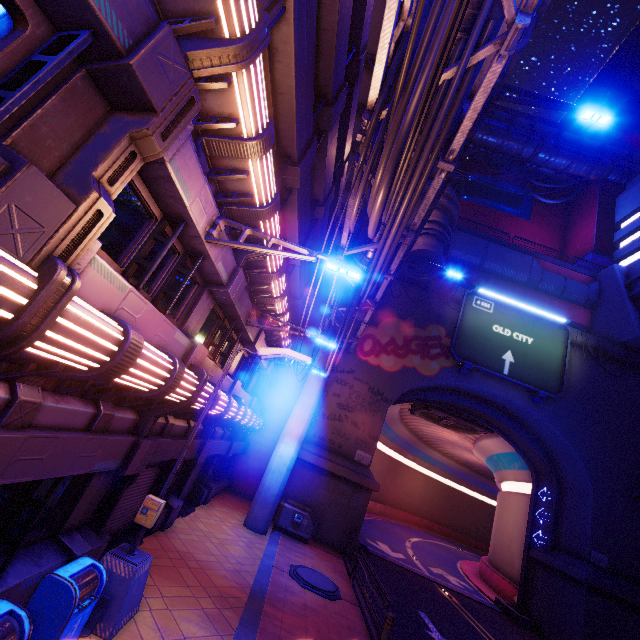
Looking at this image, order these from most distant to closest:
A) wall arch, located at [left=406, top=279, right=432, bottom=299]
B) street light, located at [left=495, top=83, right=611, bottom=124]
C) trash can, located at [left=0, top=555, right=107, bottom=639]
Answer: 1. wall arch, located at [left=406, top=279, right=432, bottom=299]
2. street light, located at [left=495, top=83, right=611, bottom=124]
3. trash can, located at [left=0, top=555, right=107, bottom=639]

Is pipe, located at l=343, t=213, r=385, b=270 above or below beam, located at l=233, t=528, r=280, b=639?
above

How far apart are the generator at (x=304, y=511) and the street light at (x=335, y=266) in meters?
14.5

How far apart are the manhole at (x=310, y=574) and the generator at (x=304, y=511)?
3.1 meters

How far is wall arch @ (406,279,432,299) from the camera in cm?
2372

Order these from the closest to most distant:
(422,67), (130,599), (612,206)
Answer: (422,67) → (130,599) → (612,206)

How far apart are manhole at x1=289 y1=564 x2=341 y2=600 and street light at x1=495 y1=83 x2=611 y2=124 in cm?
1680

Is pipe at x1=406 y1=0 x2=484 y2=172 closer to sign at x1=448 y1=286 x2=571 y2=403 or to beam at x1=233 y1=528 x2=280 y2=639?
sign at x1=448 y1=286 x2=571 y2=403
